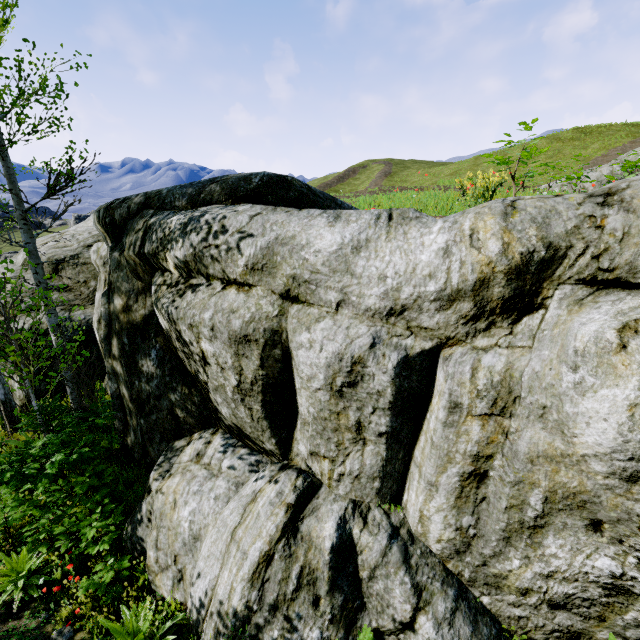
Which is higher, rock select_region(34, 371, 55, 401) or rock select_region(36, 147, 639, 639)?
rock select_region(36, 147, 639, 639)

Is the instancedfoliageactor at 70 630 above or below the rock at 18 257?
below

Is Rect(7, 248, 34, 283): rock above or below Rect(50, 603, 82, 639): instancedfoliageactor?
above

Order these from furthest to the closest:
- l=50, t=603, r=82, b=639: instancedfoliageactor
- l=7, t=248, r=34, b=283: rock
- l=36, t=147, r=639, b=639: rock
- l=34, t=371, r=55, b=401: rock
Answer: l=7, t=248, r=34, b=283: rock < l=34, t=371, r=55, b=401: rock < l=50, t=603, r=82, b=639: instancedfoliageactor < l=36, t=147, r=639, b=639: rock

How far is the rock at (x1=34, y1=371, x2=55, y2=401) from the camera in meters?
9.6

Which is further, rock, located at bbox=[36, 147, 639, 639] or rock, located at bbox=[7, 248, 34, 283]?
rock, located at bbox=[7, 248, 34, 283]

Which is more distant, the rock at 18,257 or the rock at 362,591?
the rock at 18,257

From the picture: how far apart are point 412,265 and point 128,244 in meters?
5.6
